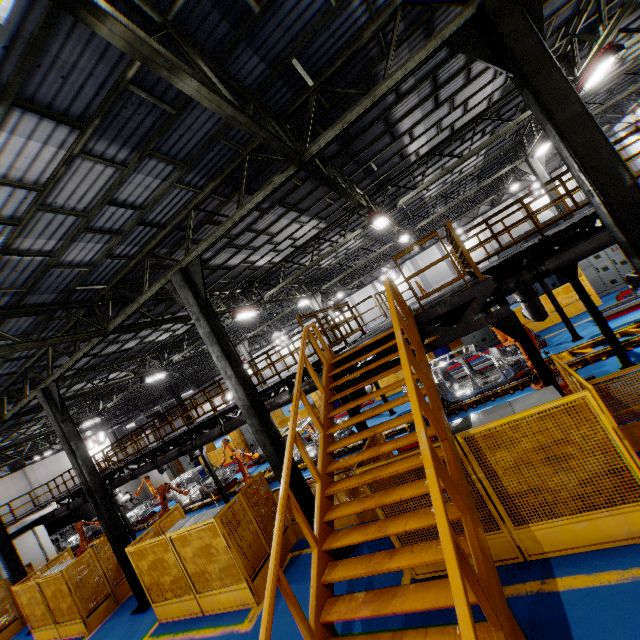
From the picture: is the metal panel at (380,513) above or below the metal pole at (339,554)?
above

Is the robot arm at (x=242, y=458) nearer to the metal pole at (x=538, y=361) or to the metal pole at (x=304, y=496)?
the metal pole at (x=304, y=496)

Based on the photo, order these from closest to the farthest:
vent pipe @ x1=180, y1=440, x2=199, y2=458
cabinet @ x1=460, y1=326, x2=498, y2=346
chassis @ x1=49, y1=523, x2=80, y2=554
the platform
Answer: the platform
vent pipe @ x1=180, y1=440, x2=199, y2=458
cabinet @ x1=460, y1=326, x2=498, y2=346
chassis @ x1=49, y1=523, x2=80, y2=554

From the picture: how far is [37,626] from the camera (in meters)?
12.23

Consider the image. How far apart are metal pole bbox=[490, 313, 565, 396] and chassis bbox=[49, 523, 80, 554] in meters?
31.6

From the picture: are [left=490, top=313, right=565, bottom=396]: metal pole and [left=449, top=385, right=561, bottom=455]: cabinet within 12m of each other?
yes

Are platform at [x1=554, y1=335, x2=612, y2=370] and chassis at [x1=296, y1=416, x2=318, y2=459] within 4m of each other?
yes

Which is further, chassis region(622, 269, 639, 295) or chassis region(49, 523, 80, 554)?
chassis region(49, 523, 80, 554)
